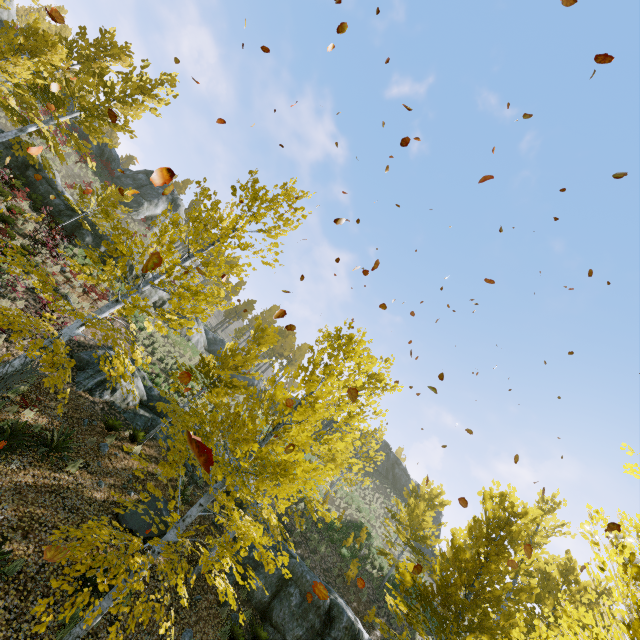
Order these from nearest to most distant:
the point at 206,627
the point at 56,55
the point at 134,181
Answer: the point at 206,627, the point at 56,55, the point at 134,181

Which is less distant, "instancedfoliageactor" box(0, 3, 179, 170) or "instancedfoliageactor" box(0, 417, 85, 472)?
"instancedfoliageactor" box(0, 417, 85, 472)

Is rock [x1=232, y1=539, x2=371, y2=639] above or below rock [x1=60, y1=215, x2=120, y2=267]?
below

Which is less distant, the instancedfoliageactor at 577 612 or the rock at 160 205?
the instancedfoliageactor at 577 612

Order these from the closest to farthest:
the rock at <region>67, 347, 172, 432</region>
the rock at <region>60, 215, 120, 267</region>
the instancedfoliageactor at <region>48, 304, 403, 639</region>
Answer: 1. the instancedfoliageactor at <region>48, 304, 403, 639</region>
2. the rock at <region>67, 347, 172, 432</region>
3. the rock at <region>60, 215, 120, 267</region>

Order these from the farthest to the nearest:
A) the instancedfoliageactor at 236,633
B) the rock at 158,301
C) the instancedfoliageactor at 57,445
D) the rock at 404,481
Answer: the rock at 404,481 < the rock at 158,301 < the instancedfoliageactor at 236,633 < the instancedfoliageactor at 57,445

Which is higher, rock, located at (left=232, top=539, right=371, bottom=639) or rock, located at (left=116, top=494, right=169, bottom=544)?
rock, located at (left=232, top=539, right=371, bottom=639)
